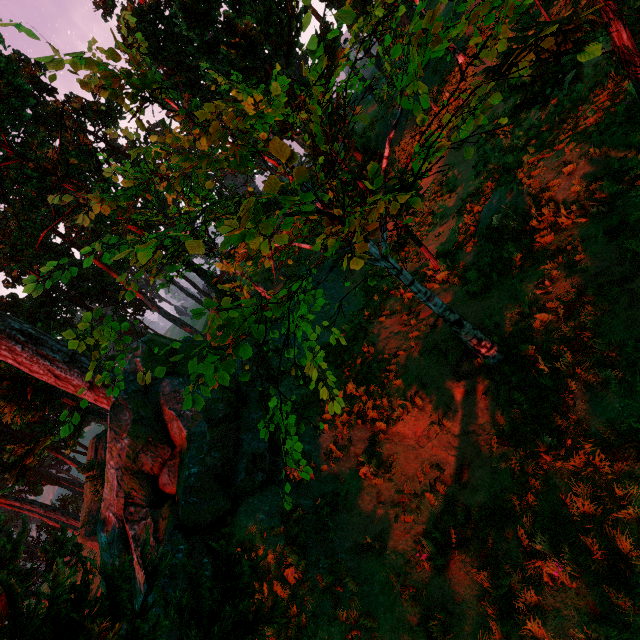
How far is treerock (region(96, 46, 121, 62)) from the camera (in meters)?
3.10

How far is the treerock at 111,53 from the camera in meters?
3.1

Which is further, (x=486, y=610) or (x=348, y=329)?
(x=348, y=329)

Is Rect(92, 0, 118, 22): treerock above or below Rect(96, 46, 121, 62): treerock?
above

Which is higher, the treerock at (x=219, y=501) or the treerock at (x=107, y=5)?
the treerock at (x=107, y=5)

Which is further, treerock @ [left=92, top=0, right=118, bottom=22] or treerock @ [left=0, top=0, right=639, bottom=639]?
treerock @ [left=92, top=0, right=118, bottom=22]
